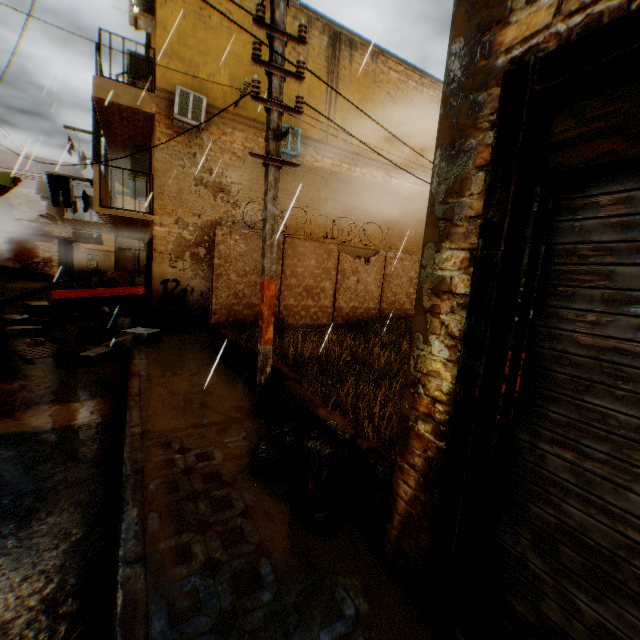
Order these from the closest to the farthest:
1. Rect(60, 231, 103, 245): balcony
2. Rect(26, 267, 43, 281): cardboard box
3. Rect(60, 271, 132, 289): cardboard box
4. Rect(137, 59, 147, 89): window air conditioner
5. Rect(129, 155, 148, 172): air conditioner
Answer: Rect(60, 271, 132, 289): cardboard box → Rect(137, 59, 147, 89): window air conditioner → Rect(129, 155, 148, 172): air conditioner → Rect(26, 267, 43, 281): cardboard box → Rect(60, 231, 103, 245): balcony

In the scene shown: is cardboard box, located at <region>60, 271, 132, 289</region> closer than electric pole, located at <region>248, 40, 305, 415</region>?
No

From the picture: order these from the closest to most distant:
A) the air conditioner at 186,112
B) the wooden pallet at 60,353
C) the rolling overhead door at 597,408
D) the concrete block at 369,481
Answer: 1. the rolling overhead door at 597,408
2. the concrete block at 369,481
3. the wooden pallet at 60,353
4. the air conditioner at 186,112

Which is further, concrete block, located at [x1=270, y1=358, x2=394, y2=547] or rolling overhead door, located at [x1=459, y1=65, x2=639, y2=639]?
concrete block, located at [x1=270, y1=358, x2=394, y2=547]

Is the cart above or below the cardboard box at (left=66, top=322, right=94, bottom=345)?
above

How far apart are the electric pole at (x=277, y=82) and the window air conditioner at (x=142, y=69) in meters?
8.3 m

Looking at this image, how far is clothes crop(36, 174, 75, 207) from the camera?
8.6 meters

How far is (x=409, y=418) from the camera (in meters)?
2.39
